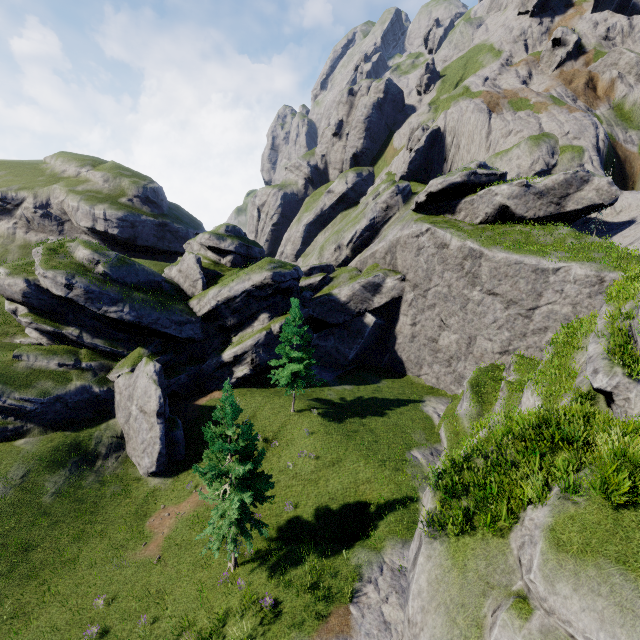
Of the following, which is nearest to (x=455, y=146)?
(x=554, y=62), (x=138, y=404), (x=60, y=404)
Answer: (x=554, y=62)

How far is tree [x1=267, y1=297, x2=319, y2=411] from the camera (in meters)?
27.08

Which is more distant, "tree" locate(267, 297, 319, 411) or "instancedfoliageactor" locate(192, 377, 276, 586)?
"tree" locate(267, 297, 319, 411)

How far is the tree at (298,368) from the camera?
27.08m

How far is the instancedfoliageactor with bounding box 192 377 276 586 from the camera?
15.1m

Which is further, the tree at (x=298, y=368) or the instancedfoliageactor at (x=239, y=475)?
the tree at (x=298, y=368)
